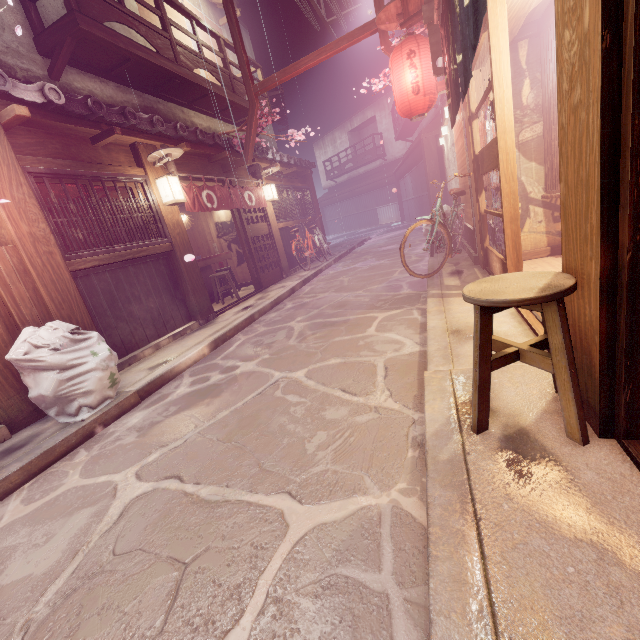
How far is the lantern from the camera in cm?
916

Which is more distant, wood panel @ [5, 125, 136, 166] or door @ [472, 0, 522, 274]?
wood panel @ [5, 125, 136, 166]

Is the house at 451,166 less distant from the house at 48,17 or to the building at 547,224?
the building at 547,224

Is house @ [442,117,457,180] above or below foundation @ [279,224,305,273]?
above

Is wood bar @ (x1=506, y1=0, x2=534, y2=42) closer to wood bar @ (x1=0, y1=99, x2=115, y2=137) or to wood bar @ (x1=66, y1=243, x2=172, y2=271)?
wood bar @ (x1=0, y1=99, x2=115, y2=137)

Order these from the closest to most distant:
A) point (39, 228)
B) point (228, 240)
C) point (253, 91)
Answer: point (39, 228) → point (253, 91) → point (228, 240)

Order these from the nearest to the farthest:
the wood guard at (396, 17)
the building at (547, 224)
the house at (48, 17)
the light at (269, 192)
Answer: the building at (547, 224) → the wood guard at (396, 17) → the house at (48, 17) → the light at (269, 192)

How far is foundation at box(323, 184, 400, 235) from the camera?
43.5m
